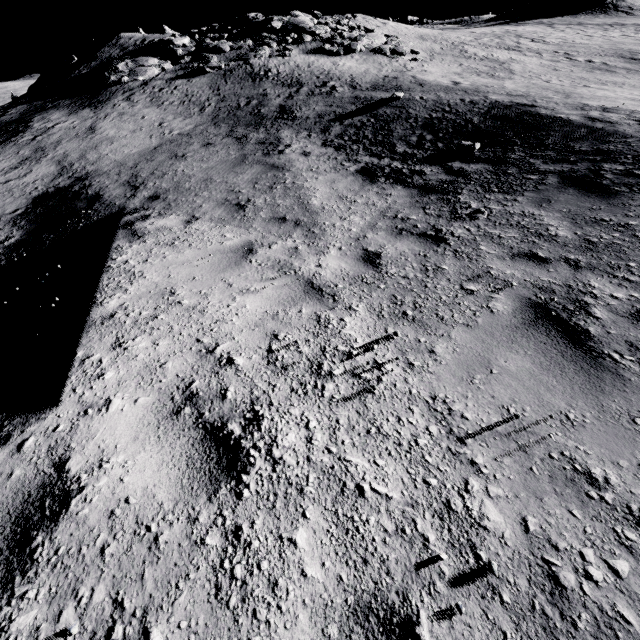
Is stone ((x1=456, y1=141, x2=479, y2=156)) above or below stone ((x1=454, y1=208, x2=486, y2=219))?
above

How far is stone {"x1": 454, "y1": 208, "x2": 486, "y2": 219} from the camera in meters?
5.1

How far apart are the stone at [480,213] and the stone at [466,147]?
3.5 meters

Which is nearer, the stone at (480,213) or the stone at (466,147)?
the stone at (480,213)

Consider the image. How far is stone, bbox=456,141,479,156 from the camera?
7.8m

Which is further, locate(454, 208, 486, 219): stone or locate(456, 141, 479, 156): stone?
locate(456, 141, 479, 156): stone

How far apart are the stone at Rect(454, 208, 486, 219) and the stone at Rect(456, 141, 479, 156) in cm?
347

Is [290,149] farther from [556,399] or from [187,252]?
[556,399]
